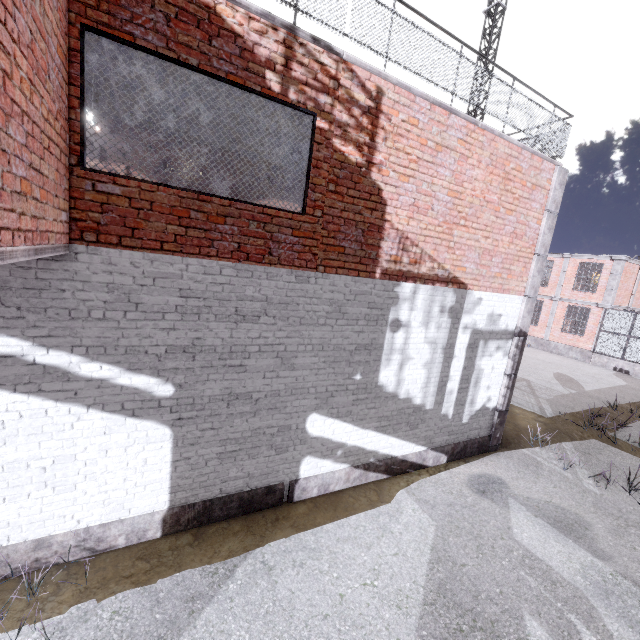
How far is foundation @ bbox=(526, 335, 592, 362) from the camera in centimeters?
2175cm

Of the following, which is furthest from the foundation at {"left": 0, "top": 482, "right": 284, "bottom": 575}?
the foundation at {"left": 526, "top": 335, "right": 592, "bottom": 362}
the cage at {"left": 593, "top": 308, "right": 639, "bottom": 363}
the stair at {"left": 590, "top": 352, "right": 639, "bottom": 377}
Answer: the foundation at {"left": 526, "top": 335, "right": 592, "bottom": 362}

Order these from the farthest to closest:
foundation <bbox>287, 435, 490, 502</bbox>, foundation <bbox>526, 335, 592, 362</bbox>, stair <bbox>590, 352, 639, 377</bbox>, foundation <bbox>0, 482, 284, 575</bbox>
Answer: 1. foundation <bbox>526, 335, 592, 362</bbox>
2. stair <bbox>590, 352, 639, 377</bbox>
3. foundation <bbox>287, 435, 490, 502</bbox>
4. foundation <bbox>0, 482, 284, 575</bbox>

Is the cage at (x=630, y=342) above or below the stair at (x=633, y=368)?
above

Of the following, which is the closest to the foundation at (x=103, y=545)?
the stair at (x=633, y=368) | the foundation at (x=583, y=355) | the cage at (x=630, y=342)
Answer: the cage at (x=630, y=342)

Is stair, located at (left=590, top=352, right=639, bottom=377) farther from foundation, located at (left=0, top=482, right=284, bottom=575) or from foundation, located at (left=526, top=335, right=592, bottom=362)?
foundation, located at (left=0, top=482, right=284, bottom=575)

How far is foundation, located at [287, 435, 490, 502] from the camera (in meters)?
5.84

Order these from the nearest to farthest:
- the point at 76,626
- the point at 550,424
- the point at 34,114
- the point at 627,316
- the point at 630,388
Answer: the point at 34,114 < the point at 76,626 < the point at 550,424 < the point at 630,388 < the point at 627,316
